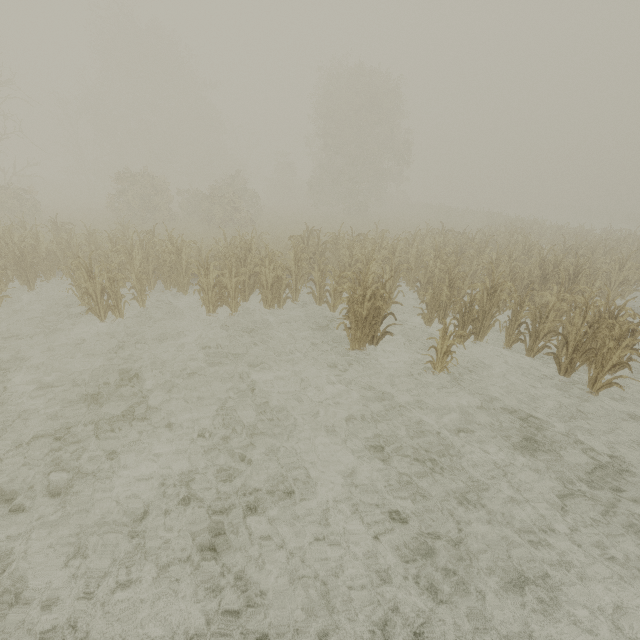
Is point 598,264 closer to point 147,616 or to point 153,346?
point 153,346
